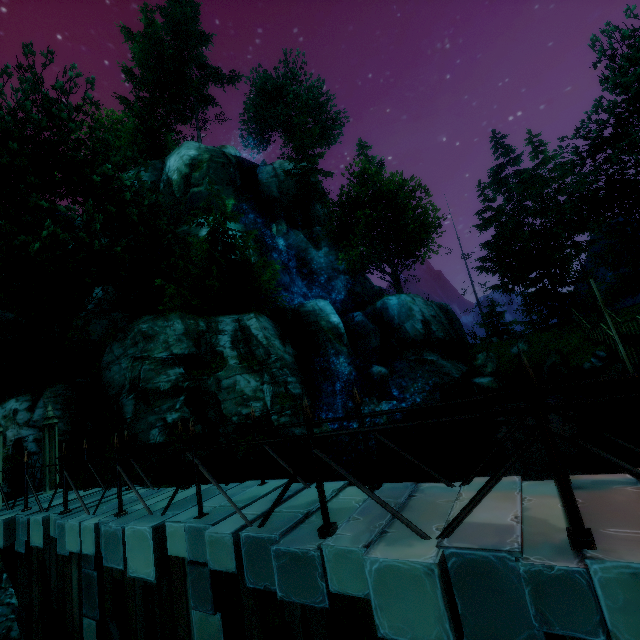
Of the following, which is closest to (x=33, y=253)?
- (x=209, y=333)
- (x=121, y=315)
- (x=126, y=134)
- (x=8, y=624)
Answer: (x=209, y=333)

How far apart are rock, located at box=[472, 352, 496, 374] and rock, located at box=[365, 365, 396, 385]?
8.1 meters

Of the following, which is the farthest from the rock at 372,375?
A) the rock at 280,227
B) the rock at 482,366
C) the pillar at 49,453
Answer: the pillar at 49,453

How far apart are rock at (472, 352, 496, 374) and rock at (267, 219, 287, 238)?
21.11m

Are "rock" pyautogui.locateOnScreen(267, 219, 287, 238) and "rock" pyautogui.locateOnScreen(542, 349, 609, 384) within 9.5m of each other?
no

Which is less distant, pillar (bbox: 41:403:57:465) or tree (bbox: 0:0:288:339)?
pillar (bbox: 41:403:57:465)

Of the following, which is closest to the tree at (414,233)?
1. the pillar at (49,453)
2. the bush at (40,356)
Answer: the bush at (40,356)

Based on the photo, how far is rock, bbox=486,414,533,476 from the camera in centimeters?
1418cm
